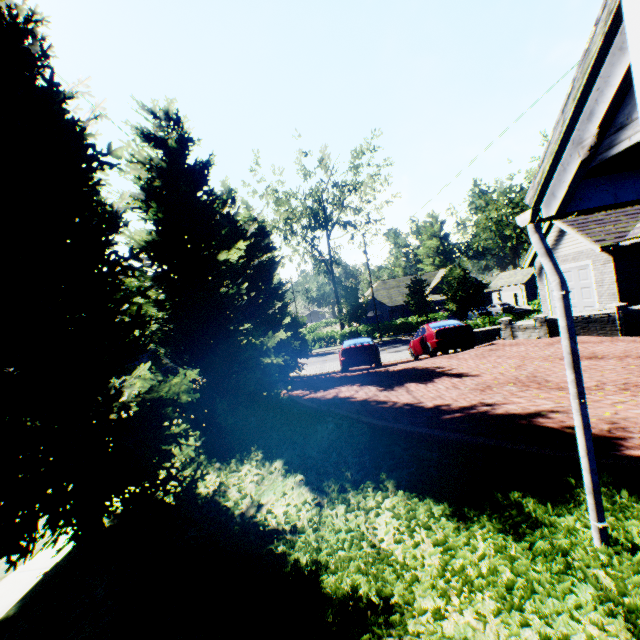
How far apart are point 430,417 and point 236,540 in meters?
4.2 m

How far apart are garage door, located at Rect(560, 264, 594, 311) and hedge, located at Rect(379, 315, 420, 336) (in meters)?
19.88

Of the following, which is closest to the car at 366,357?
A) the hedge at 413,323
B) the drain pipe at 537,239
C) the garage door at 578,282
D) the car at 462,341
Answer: the car at 462,341

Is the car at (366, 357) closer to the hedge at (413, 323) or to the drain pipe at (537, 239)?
the drain pipe at (537, 239)

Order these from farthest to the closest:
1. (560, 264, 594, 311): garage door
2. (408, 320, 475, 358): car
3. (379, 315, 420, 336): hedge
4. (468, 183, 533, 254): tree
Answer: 1. (379, 315, 420, 336): hedge
2. (468, 183, 533, 254): tree
3. (560, 264, 594, 311): garage door
4. (408, 320, 475, 358): car

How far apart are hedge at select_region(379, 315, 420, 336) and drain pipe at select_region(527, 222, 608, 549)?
35.36m

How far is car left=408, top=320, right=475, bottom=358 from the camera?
13.73m

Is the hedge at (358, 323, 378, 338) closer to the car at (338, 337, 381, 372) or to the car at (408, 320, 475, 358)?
the car at (338, 337, 381, 372)
